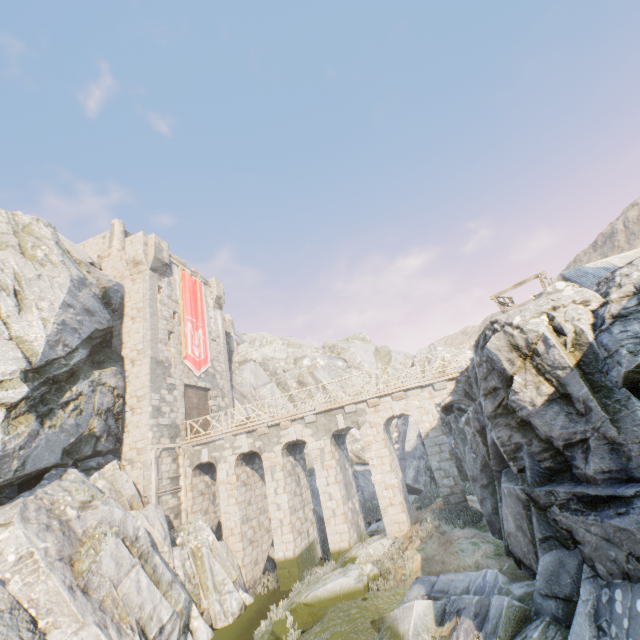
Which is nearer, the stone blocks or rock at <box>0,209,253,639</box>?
rock at <box>0,209,253,639</box>

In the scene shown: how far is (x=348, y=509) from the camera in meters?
17.2 m

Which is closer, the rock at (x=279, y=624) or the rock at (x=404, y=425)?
the rock at (x=279, y=624)

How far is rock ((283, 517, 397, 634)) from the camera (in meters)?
11.02

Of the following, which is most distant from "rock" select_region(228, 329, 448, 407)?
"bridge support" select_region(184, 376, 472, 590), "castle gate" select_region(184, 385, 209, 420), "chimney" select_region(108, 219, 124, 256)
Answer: "castle gate" select_region(184, 385, 209, 420)

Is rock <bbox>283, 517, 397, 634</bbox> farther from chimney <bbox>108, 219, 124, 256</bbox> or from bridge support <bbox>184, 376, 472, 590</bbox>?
chimney <bbox>108, 219, 124, 256</bbox>

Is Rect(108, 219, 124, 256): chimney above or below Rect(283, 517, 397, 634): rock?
above

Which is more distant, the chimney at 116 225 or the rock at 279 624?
the chimney at 116 225
